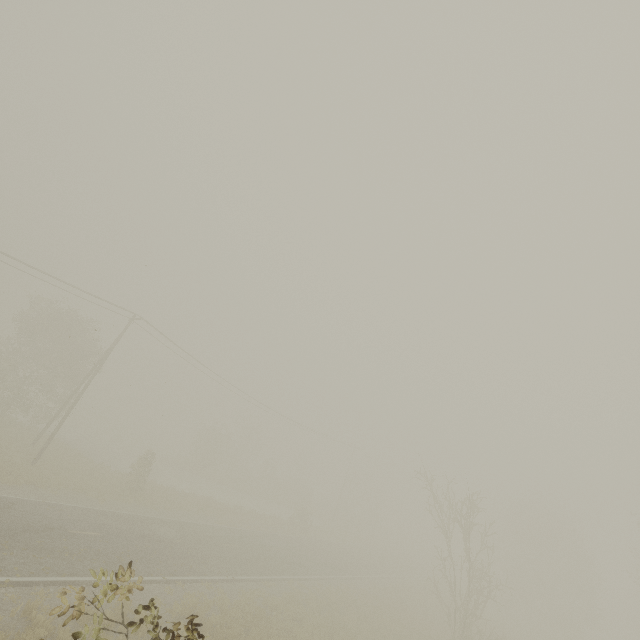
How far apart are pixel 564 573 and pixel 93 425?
65.5 meters
